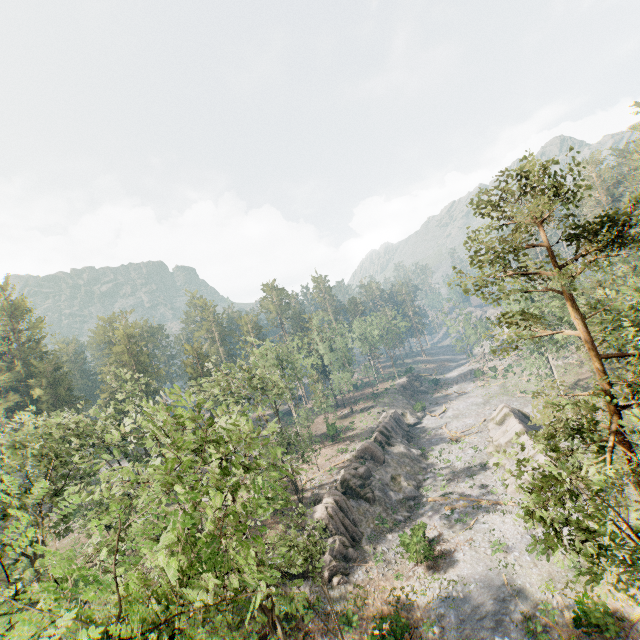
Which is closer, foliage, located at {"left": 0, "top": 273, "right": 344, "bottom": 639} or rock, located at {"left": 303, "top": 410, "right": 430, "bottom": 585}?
foliage, located at {"left": 0, "top": 273, "right": 344, "bottom": 639}

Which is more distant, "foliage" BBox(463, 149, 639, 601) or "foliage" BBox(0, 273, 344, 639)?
"foliage" BBox(463, 149, 639, 601)

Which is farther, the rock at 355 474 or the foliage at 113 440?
the rock at 355 474

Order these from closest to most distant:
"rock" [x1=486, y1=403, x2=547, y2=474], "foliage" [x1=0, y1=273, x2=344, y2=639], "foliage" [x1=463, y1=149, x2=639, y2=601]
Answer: "foliage" [x1=0, y1=273, x2=344, y2=639]
"foliage" [x1=463, y1=149, x2=639, y2=601]
"rock" [x1=486, y1=403, x2=547, y2=474]

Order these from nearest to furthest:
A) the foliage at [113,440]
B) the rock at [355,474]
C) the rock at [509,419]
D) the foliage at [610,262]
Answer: Result: the foliage at [113,440] → the foliage at [610,262] → the rock at [355,474] → the rock at [509,419]

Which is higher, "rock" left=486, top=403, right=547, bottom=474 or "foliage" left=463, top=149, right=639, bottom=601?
"foliage" left=463, top=149, right=639, bottom=601

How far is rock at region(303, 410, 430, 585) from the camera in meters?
28.8 m

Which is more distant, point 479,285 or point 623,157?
point 623,157
